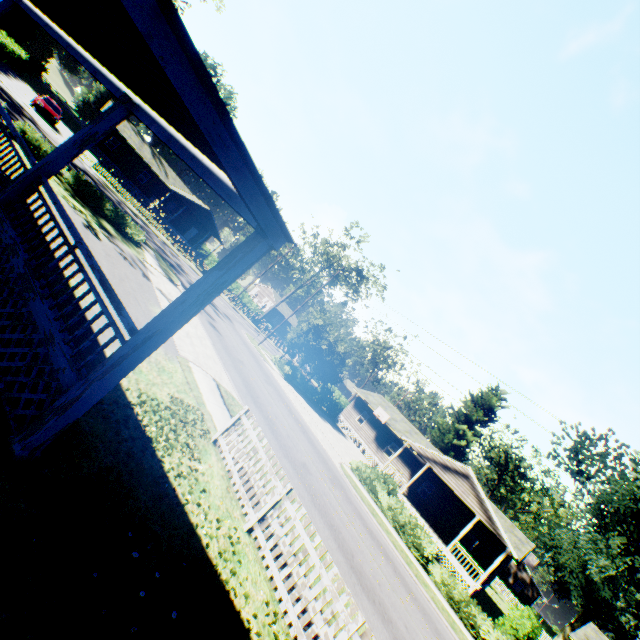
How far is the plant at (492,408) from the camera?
43.06m

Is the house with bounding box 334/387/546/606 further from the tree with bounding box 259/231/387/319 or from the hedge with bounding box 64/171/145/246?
the hedge with bounding box 64/171/145/246

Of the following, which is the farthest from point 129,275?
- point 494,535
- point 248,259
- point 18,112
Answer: point 494,535

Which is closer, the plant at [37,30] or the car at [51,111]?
the car at [51,111]

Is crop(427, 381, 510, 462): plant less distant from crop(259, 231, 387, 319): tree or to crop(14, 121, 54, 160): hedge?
crop(14, 121, 54, 160): hedge

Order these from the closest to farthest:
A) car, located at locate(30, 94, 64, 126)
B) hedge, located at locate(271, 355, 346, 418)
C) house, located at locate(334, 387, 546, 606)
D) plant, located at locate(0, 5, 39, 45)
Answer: house, located at locate(334, 387, 546, 606), car, located at locate(30, 94, 64, 126), hedge, located at locate(271, 355, 346, 418), plant, located at locate(0, 5, 39, 45)

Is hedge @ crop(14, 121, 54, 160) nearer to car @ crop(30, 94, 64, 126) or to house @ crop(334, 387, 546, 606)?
car @ crop(30, 94, 64, 126)

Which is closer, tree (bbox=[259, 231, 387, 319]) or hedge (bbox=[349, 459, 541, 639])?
hedge (bbox=[349, 459, 541, 639])
